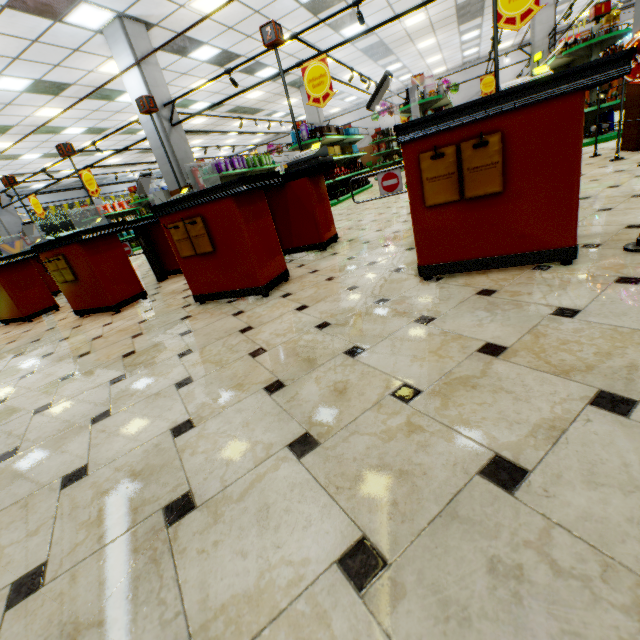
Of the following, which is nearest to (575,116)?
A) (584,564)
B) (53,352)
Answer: (584,564)

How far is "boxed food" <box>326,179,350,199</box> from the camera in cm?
1032

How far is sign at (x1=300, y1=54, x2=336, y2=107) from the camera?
6.1 meters

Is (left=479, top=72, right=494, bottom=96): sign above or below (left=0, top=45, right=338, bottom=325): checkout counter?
above

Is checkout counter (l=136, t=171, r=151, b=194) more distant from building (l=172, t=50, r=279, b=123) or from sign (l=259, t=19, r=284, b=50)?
sign (l=259, t=19, r=284, b=50)

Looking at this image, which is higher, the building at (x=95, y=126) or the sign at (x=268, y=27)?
the building at (x=95, y=126)

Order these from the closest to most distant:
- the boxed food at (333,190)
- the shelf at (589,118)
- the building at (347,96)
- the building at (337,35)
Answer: the shelf at (589,118)
the building at (337,35)
the boxed food at (333,190)
the building at (347,96)

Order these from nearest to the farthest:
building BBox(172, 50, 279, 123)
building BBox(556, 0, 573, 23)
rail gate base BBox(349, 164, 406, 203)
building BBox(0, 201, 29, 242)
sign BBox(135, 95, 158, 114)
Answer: rail gate base BBox(349, 164, 406, 203)
sign BBox(135, 95, 158, 114)
building BBox(172, 50, 279, 123)
building BBox(0, 201, 29, 242)
building BBox(556, 0, 573, 23)
